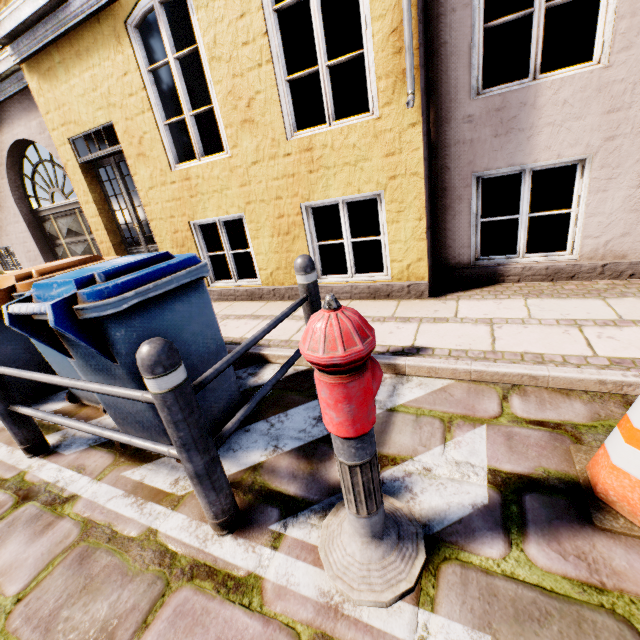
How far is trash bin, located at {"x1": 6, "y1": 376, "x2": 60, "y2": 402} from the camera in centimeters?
331cm

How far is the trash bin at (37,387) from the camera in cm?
331

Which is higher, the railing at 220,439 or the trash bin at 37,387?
the railing at 220,439

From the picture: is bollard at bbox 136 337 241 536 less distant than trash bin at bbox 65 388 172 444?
Yes

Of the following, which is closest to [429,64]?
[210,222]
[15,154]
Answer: [210,222]

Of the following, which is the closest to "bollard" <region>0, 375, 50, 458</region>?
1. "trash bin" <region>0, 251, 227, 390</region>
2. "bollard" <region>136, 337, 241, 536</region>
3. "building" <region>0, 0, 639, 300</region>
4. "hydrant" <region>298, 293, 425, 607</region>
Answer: "trash bin" <region>0, 251, 227, 390</region>

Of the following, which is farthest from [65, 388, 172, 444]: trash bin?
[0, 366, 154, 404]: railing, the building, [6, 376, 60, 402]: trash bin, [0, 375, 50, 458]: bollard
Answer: the building

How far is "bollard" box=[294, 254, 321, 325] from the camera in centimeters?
243cm
